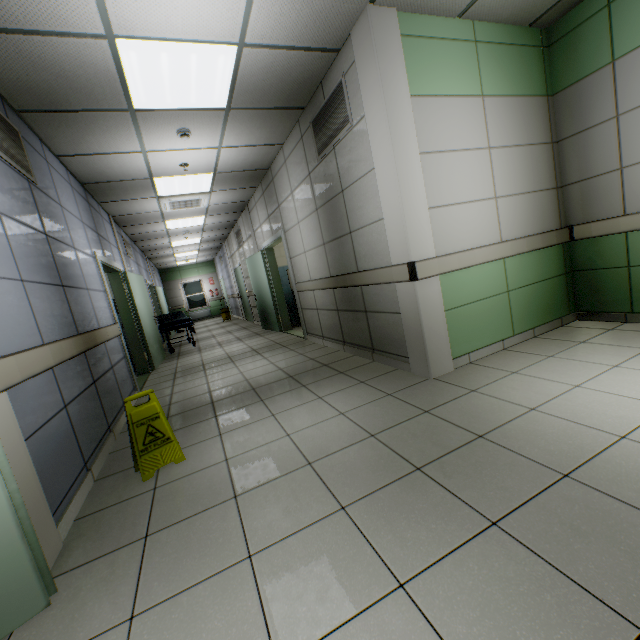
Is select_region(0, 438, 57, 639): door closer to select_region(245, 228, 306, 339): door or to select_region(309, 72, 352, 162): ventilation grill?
select_region(309, 72, 352, 162): ventilation grill

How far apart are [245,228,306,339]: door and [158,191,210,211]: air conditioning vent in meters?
1.4

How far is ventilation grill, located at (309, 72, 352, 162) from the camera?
3.3m

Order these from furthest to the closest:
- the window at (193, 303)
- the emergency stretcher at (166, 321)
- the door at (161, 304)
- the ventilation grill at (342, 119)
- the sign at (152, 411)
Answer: the window at (193, 303) < the door at (161, 304) < the emergency stretcher at (166, 321) < the ventilation grill at (342, 119) < the sign at (152, 411)

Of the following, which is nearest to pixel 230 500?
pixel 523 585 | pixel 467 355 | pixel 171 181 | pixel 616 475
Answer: pixel 523 585

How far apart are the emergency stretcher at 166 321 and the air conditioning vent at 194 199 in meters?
2.7

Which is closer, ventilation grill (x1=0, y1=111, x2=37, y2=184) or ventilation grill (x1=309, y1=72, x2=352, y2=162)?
ventilation grill (x1=0, y1=111, x2=37, y2=184)

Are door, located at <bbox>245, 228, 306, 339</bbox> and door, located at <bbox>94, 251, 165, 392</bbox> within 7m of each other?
yes
